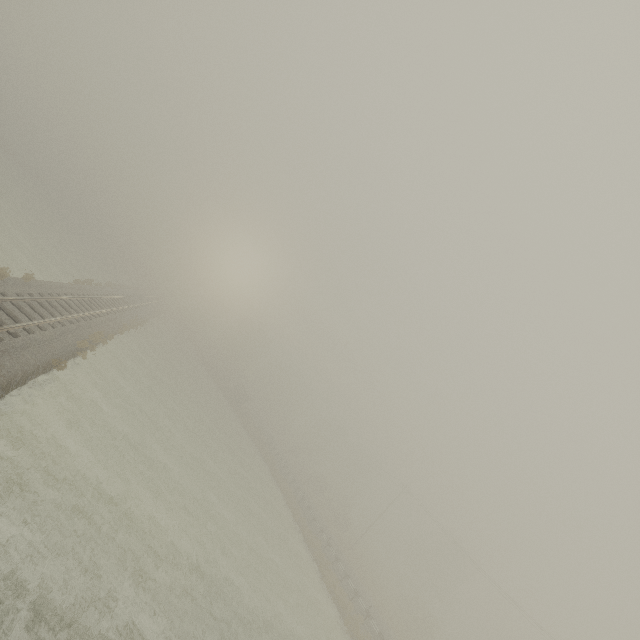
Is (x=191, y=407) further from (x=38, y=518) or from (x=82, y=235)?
(x=82, y=235)
